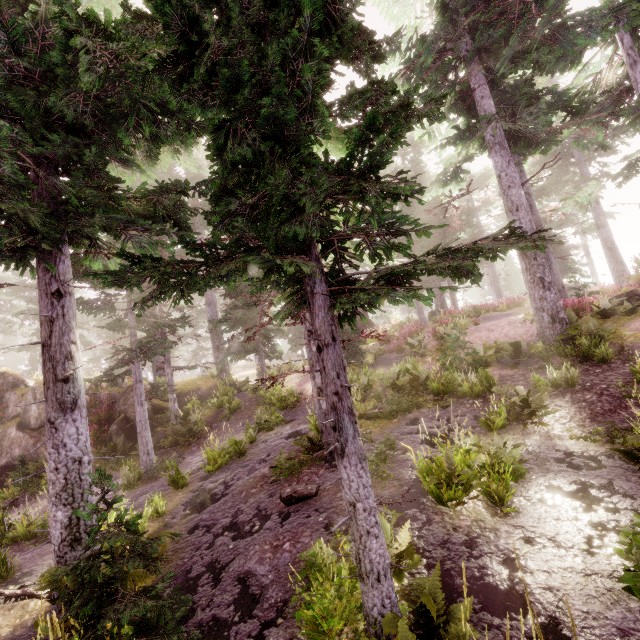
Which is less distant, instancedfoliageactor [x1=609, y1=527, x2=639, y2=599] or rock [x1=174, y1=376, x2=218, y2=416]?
instancedfoliageactor [x1=609, y1=527, x2=639, y2=599]

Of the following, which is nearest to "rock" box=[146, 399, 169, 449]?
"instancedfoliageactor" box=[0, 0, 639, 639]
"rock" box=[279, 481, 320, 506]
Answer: "instancedfoliageactor" box=[0, 0, 639, 639]

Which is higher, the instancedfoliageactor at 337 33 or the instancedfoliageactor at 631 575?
the instancedfoliageactor at 337 33

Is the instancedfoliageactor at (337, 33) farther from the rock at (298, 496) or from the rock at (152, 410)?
the rock at (298, 496)

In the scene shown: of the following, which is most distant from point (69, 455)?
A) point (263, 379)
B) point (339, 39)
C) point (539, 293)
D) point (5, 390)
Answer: point (5, 390)

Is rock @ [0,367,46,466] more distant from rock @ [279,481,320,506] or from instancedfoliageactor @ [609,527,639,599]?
rock @ [279,481,320,506]
